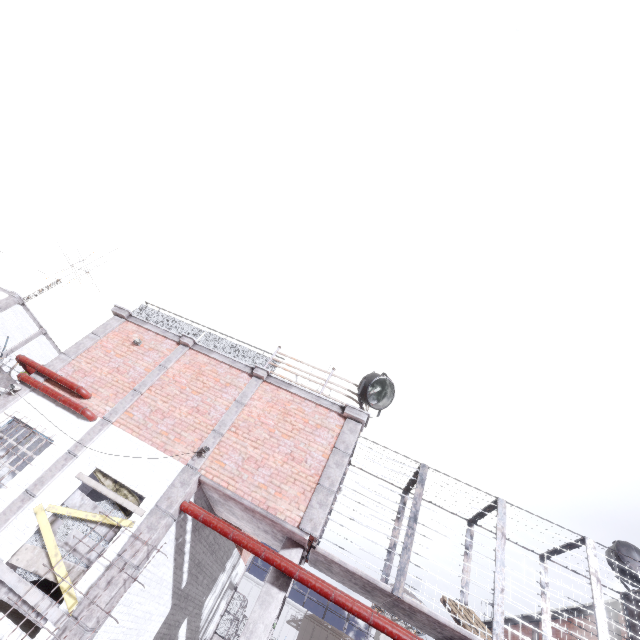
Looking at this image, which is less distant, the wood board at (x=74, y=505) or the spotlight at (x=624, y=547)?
the wood board at (x=74, y=505)

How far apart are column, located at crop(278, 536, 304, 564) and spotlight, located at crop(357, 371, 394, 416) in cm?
349

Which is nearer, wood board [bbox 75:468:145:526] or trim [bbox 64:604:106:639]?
trim [bbox 64:604:106:639]

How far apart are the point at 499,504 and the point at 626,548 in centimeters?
482cm

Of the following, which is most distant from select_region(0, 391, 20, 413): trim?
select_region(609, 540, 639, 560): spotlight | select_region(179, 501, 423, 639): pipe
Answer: select_region(609, 540, 639, 560): spotlight

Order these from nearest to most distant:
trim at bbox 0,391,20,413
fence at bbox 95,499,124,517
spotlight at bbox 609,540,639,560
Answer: fence at bbox 95,499,124,517 < trim at bbox 0,391,20,413 < spotlight at bbox 609,540,639,560

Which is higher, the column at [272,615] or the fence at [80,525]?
the column at [272,615]

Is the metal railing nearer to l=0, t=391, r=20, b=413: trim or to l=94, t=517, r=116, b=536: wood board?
l=0, t=391, r=20, b=413: trim
